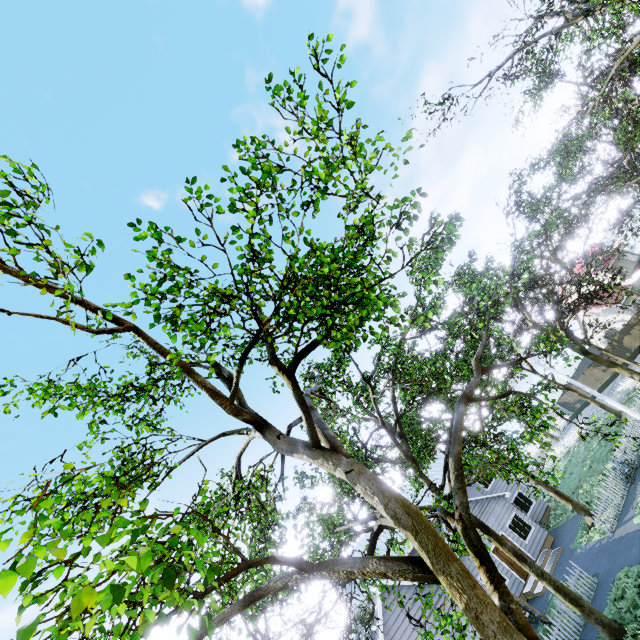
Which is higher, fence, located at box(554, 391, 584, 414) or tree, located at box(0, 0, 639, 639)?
tree, located at box(0, 0, 639, 639)

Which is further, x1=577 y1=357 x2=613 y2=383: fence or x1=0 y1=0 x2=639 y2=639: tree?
x1=577 y1=357 x2=613 y2=383: fence

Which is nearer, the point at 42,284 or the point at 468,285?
the point at 42,284

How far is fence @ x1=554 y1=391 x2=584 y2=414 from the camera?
42.41m

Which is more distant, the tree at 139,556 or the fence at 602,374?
the fence at 602,374

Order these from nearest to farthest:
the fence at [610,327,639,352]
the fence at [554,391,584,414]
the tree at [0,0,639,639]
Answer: the tree at [0,0,639,639] → the fence at [610,327,639,352] → the fence at [554,391,584,414]

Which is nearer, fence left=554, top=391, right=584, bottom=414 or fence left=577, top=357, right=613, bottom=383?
fence left=577, top=357, right=613, bottom=383
